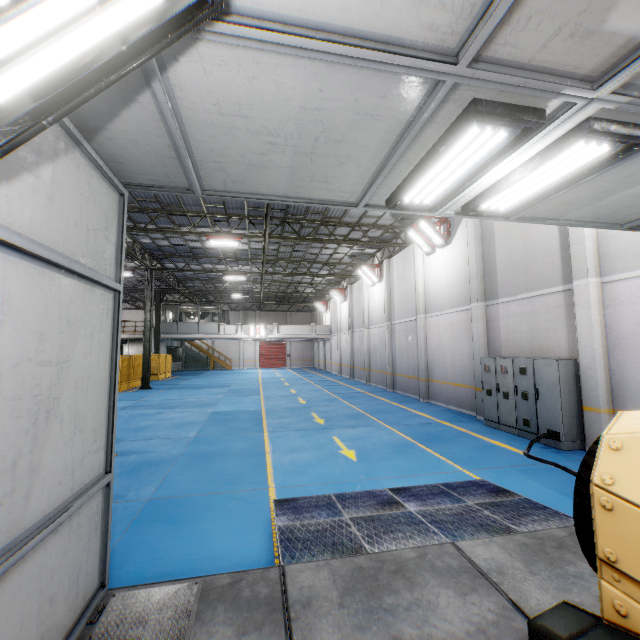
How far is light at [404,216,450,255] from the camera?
13.5m

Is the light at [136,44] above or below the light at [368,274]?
below

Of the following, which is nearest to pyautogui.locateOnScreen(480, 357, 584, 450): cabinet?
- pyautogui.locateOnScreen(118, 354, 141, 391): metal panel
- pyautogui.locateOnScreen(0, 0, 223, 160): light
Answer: pyautogui.locateOnScreen(0, 0, 223, 160): light

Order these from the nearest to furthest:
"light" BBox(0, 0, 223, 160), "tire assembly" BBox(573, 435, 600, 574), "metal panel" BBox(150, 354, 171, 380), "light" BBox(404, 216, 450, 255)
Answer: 1. "light" BBox(0, 0, 223, 160)
2. "tire assembly" BBox(573, 435, 600, 574)
3. "light" BBox(404, 216, 450, 255)
4. "metal panel" BBox(150, 354, 171, 380)

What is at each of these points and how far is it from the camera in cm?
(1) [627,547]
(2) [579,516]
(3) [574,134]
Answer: (1) car, 115
(2) tire assembly, 177
(3) light, 257

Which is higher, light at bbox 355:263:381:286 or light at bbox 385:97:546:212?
light at bbox 355:263:381:286

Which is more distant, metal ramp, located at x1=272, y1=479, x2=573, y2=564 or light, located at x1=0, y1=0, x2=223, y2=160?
metal ramp, located at x1=272, y1=479, x2=573, y2=564

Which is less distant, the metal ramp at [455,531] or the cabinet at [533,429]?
the metal ramp at [455,531]
